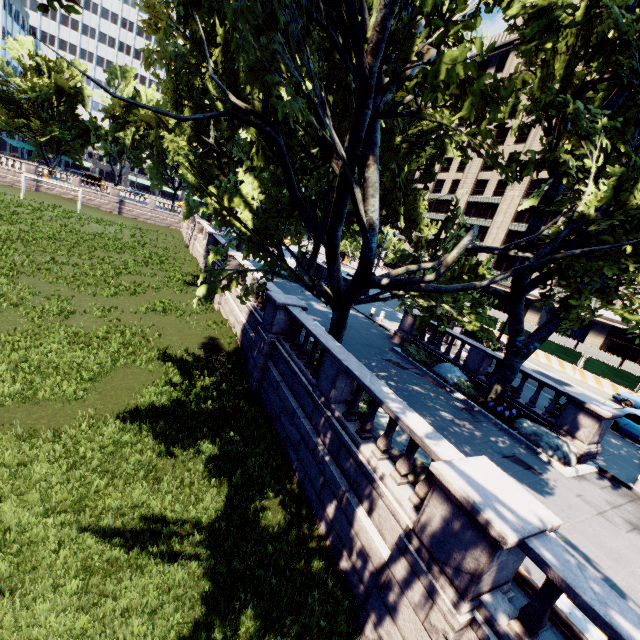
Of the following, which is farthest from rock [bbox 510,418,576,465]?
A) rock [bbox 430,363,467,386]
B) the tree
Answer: rock [bbox 430,363,467,386]

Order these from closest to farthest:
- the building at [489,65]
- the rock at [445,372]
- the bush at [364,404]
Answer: the bush at [364,404] < the rock at [445,372] < the building at [489,65]

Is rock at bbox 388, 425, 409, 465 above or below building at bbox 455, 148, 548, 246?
below

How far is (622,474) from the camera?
12.0m

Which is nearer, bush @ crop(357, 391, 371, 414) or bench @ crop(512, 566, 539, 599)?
bench @ crop(512, 566, 539, 599)

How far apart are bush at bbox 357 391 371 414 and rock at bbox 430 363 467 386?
6.4 meters

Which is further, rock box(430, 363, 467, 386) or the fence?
the fence

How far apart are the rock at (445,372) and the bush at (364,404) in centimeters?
640cm
